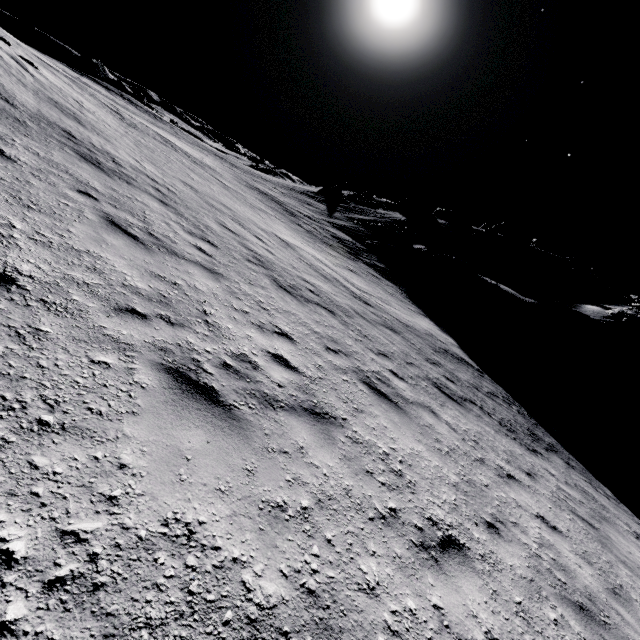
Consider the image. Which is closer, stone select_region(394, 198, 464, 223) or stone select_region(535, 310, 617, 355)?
stone select_region(535, 310, 617, 355)

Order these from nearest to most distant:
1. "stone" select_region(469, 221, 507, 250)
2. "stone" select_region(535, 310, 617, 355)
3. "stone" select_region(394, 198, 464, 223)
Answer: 1. "stone" select_region(535, 310, 617, 355)
2. "stone" select_region(469, 221, 507, 250)
3. "stone" select_region(394, 198, 464, 223)

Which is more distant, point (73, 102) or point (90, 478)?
point (73, 102)

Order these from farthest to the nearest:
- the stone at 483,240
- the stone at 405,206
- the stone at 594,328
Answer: the stone at 405,206
the stone at 483,240
the stone at 594,328

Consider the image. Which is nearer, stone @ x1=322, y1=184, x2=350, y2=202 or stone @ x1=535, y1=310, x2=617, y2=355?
stone @ x1=535, y1=310, x2=617, y2=355

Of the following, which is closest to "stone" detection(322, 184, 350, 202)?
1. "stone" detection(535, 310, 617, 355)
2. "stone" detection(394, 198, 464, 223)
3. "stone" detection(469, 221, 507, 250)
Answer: "stone" detection(394, 198, 464, 223)

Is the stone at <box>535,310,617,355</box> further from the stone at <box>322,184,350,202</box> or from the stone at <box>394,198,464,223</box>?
the stone at <box>322,184,350,202</box>

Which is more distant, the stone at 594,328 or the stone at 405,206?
the stone at 405,206
